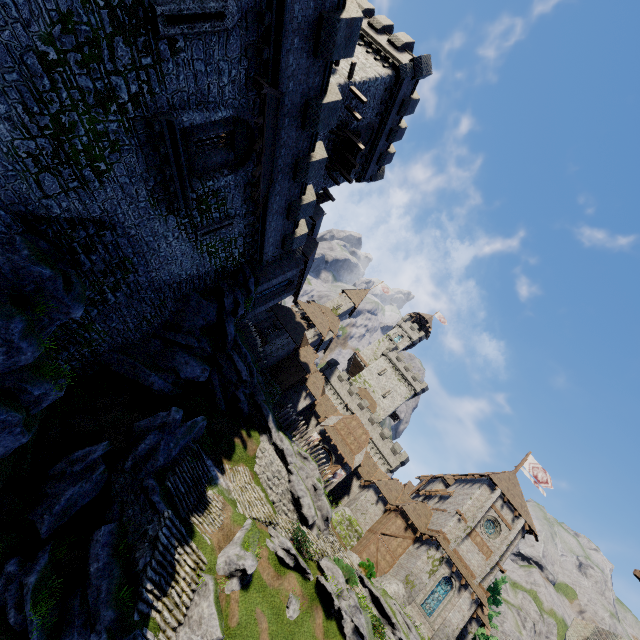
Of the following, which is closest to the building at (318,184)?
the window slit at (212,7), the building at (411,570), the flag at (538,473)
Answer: the window slit at (212,7)

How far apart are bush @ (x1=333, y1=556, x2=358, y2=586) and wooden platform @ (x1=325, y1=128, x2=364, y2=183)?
29.2m

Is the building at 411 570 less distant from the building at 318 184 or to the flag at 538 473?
the flag at 538 473

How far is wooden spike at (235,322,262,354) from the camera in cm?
3048

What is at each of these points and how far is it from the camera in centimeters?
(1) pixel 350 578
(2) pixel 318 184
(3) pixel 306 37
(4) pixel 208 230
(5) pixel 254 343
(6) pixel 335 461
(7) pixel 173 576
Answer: (1) bush, 2233cm
(2) building, 3011cm
(3) building tower, 1197cm
(4) window slit, 1745cm
(5) wooden spike, 3114cm
(6) double door, 3800cm
(7) stairs, 1478cm

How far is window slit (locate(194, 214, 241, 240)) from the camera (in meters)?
17.22

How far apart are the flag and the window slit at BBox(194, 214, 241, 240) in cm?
4204

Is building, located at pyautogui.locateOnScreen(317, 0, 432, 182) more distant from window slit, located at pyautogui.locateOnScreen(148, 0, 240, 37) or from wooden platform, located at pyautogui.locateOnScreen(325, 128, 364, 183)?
window slit, located at pyautogui.locateOnScreen(148, 0, 240, 37)
